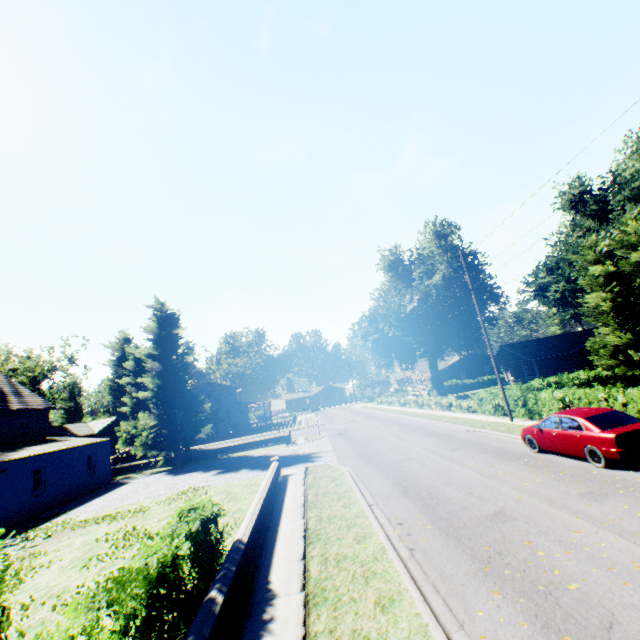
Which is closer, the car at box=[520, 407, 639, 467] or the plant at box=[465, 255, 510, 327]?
the car at box=[520, 407, 639, 467]

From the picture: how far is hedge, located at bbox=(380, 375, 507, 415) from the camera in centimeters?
2356cm

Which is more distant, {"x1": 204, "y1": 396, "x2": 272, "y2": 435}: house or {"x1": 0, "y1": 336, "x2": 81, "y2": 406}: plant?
{"x1": 204, "y1": 396, "x2": 272, "y2": 435}: house

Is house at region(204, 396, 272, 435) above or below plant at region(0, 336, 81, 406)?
below

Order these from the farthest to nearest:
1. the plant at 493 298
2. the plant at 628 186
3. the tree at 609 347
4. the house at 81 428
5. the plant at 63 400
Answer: the house at 81 428
the plant at 493 298
the plant at 628 186
the plant at 63 400
the tree at 609 347

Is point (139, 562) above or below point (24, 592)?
above

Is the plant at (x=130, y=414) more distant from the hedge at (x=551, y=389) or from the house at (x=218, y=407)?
the hedge at (x=551, y=389)

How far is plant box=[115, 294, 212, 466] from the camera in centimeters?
2855cm
